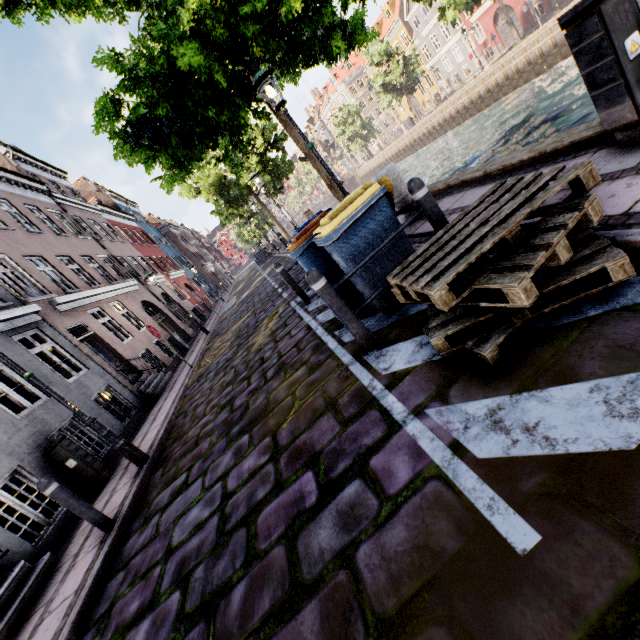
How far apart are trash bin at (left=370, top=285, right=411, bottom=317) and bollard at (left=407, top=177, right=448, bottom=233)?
0.21m

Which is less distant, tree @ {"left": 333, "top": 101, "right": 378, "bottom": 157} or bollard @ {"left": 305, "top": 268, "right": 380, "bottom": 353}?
bollard @ {"left": 305, "top": 268, "right": 380, "bottom": 353}

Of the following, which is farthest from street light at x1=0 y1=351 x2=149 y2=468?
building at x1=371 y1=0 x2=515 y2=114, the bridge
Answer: the bridge

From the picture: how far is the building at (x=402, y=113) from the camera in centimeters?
4903cm

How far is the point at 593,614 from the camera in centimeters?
109cm

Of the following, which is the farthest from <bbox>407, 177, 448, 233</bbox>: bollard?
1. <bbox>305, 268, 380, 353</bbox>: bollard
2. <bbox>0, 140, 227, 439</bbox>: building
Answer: <bbox>0, 140, 227, 439</bbox>: building

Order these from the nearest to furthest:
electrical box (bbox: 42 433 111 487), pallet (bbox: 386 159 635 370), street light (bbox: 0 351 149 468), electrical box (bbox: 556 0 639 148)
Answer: pallet (bbox: 386 159 635 370) → electrical box (bbox: 556 0 639 148) → street light (bbox: 0 351 149 468) → electrical box (bbox: 42 433 111 487)

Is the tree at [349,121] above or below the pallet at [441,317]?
above
